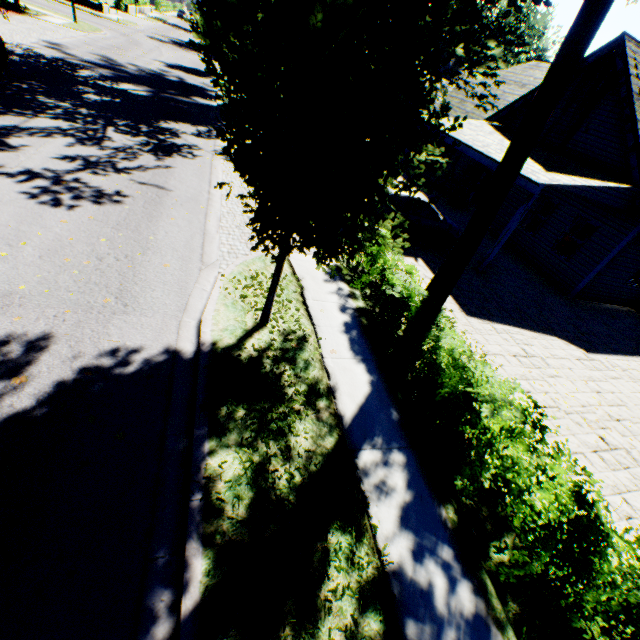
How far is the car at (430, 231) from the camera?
10.8m

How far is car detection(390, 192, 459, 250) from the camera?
10.8 meters

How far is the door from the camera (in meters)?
16.86

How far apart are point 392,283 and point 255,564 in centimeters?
524cm

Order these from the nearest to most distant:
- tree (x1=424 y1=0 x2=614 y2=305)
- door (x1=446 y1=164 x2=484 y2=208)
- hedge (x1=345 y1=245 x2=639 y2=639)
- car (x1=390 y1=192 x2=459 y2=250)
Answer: hedge (x1=345 y1=245 x2=639 y2=639) < tree (x1=424 y1=0 x2=614 y2=305) < car (x1=390 y1=192 x2=459 y2=250) < door (x1=446 y1=164 x2=484 y2=208)

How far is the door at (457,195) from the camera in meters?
16.9

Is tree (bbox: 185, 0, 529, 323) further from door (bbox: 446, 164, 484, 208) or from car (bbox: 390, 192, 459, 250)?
door (bbox: 446, 164, 484, 208)

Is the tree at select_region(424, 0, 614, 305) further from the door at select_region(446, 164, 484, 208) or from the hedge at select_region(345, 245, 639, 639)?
the door at select_region(446, 164, 484, 208)
